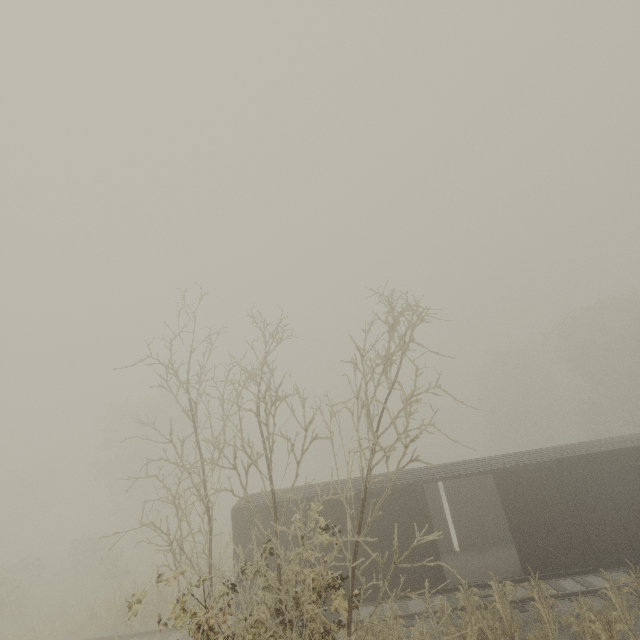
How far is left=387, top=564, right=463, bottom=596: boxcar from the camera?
11.6m

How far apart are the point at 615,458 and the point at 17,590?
34.6 meters

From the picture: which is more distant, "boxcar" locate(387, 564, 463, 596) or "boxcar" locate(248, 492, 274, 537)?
"boxcar" locate(248, 492, 274, 537)

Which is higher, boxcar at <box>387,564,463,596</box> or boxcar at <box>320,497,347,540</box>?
boxcar at <box>320,497,347,540</box>

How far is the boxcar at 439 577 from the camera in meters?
11.6 m

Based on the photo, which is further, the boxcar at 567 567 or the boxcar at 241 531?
the boxcar at 241 531
